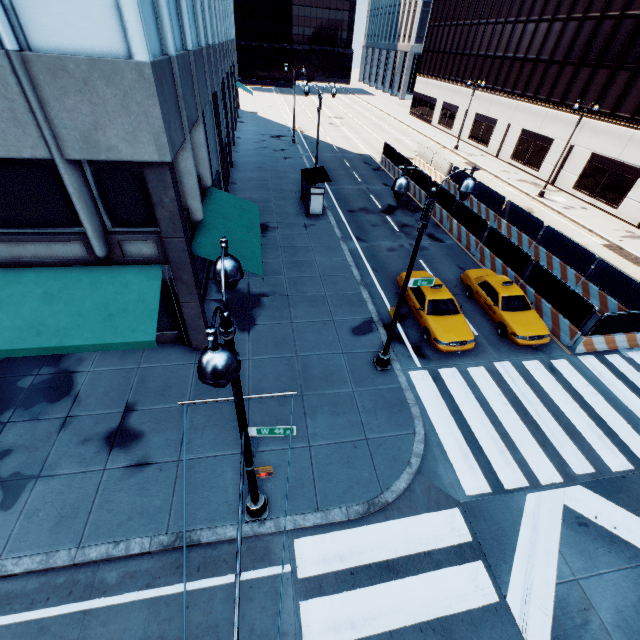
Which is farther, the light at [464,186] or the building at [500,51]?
the building at [500,51]

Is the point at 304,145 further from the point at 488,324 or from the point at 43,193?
the point at 43,193

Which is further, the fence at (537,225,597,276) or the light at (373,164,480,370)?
the fence at (537,225,597,276)

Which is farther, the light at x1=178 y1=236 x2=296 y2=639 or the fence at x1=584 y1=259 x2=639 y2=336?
the fence at x1=584 y1=259 x2=639 y2=336

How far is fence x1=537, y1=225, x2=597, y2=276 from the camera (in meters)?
17.59

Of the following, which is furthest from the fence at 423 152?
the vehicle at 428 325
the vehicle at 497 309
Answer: the vehicle at 428 325

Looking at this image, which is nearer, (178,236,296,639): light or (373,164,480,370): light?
(178,236,296,639): light

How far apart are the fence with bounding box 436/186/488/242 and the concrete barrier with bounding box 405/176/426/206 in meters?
0.0 m
